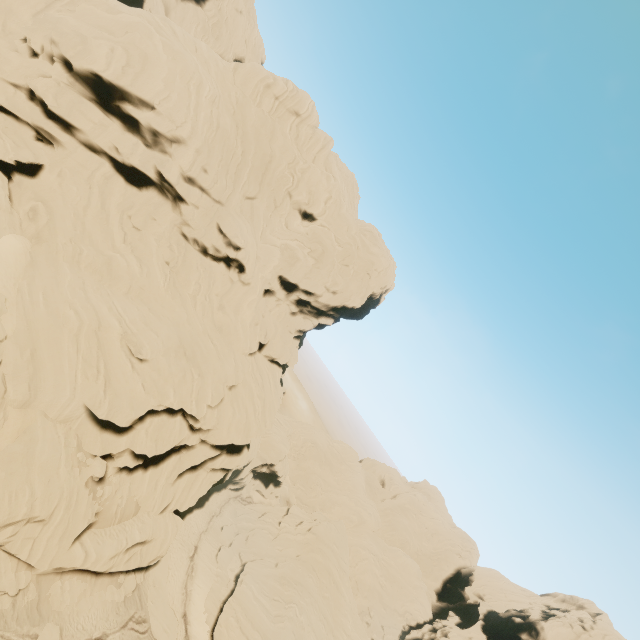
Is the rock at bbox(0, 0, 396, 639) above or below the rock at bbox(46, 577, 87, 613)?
above

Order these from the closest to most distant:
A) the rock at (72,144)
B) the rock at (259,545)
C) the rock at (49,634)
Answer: the rock at (49,634) < the rock at (72,144) < the rock at (259,545)

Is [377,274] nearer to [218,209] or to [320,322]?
[320,322]

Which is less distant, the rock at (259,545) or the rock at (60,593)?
the rock at (60,593)

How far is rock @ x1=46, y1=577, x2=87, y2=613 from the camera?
22.8m

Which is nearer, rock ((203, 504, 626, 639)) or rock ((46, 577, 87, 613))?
rock ((46, 577, 87, 613))

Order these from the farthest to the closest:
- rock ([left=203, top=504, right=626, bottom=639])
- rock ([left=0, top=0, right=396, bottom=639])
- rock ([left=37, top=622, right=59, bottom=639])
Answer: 1. rock ([left=203, top=504, right=626, bottom=639])
2. rock ([left=0, top=0, right=396, bottom=639])
3. rock ([left=37, top=622, right=59, bottom=639])
